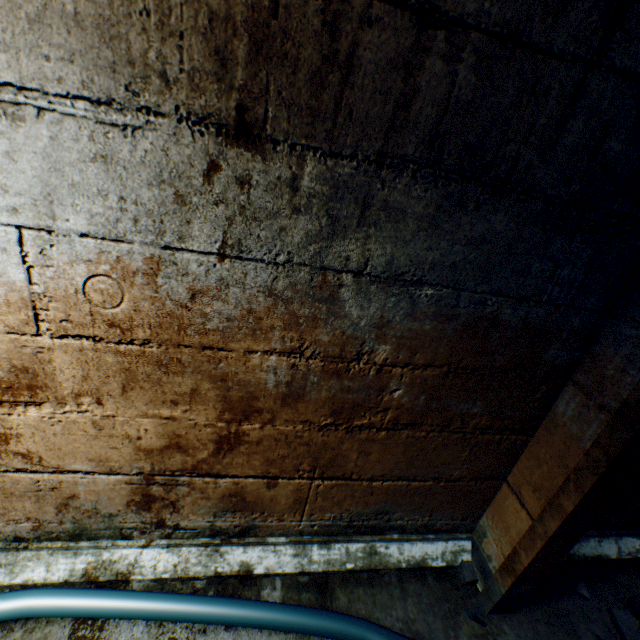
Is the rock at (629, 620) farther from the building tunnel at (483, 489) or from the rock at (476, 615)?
the rock at (476, 615)

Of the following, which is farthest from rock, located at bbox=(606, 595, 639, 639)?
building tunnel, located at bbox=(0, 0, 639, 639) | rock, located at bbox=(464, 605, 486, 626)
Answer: rock, located at bbox=(464, 605, 486, 626)

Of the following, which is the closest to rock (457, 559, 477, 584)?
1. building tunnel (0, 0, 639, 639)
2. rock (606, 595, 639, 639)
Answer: building tunnel (0, 0, 639, 639)

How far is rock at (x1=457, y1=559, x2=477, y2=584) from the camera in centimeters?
176cm

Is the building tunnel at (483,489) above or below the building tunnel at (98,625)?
above

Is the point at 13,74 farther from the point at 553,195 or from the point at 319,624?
the point at 319,624

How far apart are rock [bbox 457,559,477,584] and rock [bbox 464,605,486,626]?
0.18m

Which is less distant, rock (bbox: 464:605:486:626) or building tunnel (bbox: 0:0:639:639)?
building tunnel (bbox: 0:0:639:639)
